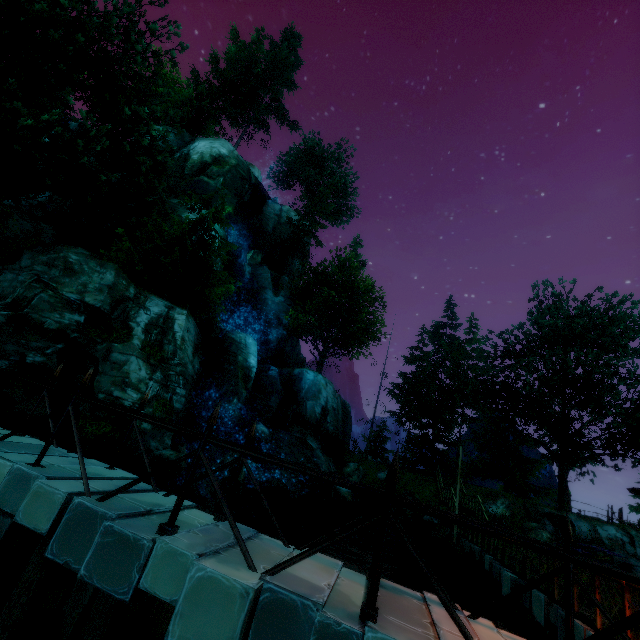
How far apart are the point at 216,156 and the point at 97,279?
21.2m

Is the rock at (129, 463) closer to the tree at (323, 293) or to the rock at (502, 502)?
the rock at (502, 502)

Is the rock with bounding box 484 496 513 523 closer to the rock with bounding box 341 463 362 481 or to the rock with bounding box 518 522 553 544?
the rock with bounding box 518 522 553 544

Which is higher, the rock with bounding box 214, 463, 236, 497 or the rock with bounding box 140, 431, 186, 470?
the rock with bounding box 140, 431, 186, 470

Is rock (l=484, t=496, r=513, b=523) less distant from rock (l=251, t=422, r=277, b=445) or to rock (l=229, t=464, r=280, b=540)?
rock (l=229, t=464, r=280, b=540)

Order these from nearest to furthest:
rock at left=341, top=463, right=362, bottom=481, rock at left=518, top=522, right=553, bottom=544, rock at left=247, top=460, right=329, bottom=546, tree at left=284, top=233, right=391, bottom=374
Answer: rock at left=247, top=460, right=329, bottom=546 < rock at left=518, top=522, right=553, bottom=544 < rock at left=341, top=463, right=362, bottom=481 < tree at left=284, top=233, right=391, bottom=374

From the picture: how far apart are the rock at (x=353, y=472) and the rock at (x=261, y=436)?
8.08m

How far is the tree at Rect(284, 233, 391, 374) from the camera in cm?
3155
